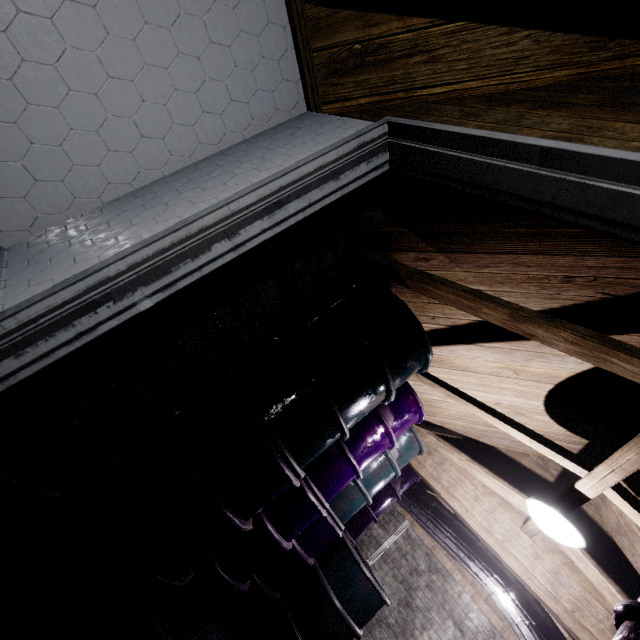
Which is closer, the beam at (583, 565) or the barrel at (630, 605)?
the barrel at (630, 605)

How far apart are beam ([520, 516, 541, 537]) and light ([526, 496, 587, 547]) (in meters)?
0.17

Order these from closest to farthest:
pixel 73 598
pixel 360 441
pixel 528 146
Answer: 1. pixel 528 146
2. pixel 73 598
3. pixel 360 441

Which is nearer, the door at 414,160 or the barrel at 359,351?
the door at 414,160

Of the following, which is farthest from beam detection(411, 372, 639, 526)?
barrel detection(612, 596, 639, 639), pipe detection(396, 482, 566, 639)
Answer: pipe detection(396, 482, 566, 639)

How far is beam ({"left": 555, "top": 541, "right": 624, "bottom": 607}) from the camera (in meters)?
2.15
